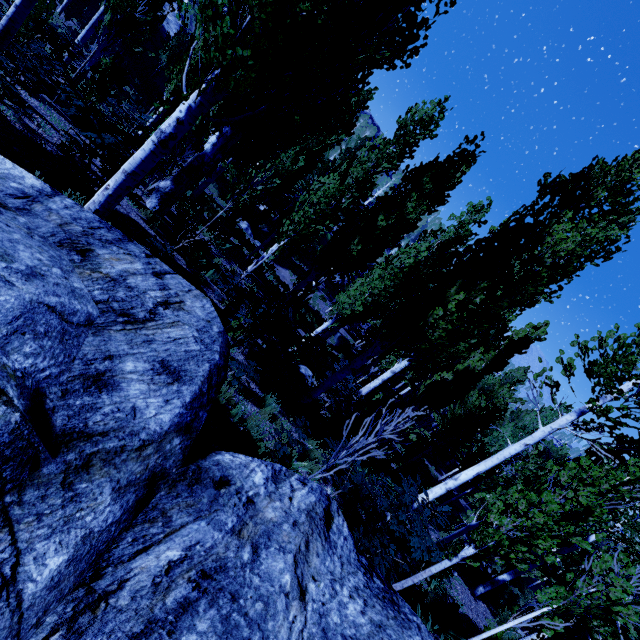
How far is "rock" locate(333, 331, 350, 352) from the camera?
24.34m

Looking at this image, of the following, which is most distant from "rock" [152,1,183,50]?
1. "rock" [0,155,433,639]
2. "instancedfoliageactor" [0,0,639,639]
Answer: "rock" [0,155,433,639]

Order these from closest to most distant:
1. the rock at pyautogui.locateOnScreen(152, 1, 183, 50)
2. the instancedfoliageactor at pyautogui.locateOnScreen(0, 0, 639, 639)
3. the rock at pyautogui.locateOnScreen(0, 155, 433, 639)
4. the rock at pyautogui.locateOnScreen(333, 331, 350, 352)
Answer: the rock at pyautogui.locateOnScreen(0, 155, 433, 639) → the instancedfoliageactor at pyautogui.locateOnScreen(0, 0, 639, 639) → the rock at pyautogui.locateOnScreen(333, 331, 350, 352) → the rock at pyautogui.locateOnScreen(152, 1, 183, 50)

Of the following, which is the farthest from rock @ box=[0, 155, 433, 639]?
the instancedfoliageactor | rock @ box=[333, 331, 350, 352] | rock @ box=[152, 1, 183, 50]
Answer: rock @ box=[152, 1, 183, 50]

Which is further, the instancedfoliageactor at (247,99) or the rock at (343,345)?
the rock at (343,345)

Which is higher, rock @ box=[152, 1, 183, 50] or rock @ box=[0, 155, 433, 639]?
rock @ box=[152, 1, 183, 50]

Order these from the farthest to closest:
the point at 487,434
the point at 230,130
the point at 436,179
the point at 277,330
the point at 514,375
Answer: the point at 514,375 → the point at 487,434 → the point at 436,179 → the point at 230,130 → the point at 277,330

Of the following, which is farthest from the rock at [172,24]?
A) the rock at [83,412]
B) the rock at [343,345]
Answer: the rock at [83,412]
